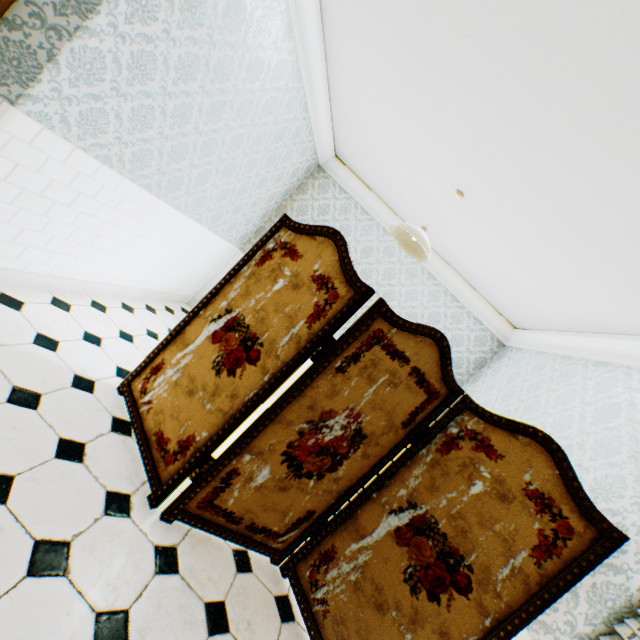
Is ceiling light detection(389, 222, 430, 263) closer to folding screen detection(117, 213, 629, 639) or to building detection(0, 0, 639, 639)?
building detection(0, 0, 639, 639)

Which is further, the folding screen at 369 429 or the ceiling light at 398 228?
the ceiling light at 398 228

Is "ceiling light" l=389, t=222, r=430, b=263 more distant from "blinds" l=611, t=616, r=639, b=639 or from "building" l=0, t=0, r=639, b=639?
"blinds" l=611, t=616, r=639, b=639

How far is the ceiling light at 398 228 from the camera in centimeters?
281cm

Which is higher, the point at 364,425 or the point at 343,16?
the point at 343,16

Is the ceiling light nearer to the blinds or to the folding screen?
the folding screen

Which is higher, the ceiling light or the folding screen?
the ceiling light

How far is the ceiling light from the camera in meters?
2.8
